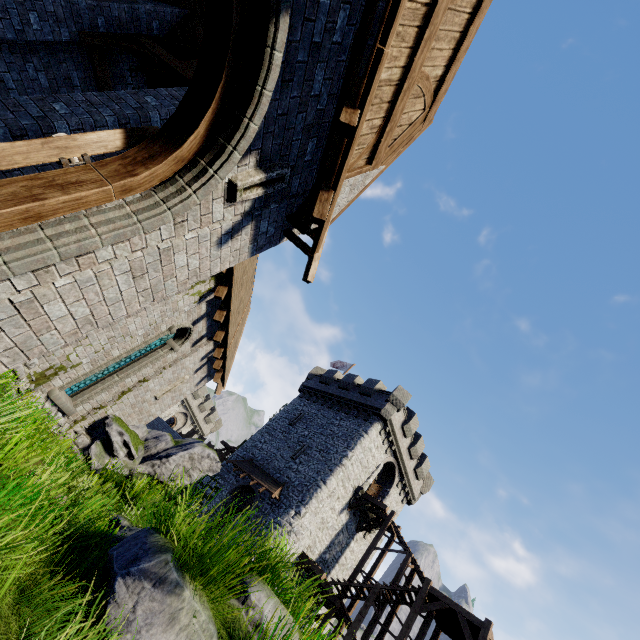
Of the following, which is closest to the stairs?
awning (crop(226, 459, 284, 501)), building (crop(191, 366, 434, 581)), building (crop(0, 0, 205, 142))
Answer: building (crop(191, 366, 434, 581))

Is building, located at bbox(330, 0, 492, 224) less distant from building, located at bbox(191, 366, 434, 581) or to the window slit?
the window slit

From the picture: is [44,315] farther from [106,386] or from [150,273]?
[106,386]

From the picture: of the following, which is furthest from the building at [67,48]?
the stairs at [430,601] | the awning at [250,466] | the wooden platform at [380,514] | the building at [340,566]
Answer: the wooden platform at [380,514]

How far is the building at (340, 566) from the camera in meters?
21.9 m

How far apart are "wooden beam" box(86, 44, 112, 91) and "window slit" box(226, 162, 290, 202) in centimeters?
840cm

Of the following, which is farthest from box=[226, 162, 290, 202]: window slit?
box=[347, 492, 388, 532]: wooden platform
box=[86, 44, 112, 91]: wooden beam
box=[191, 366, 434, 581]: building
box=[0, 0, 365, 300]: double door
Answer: box=[347, 492, 388, 532]: wooden platform

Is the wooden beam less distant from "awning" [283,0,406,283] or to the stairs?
"awning" [283,0,406,283]
